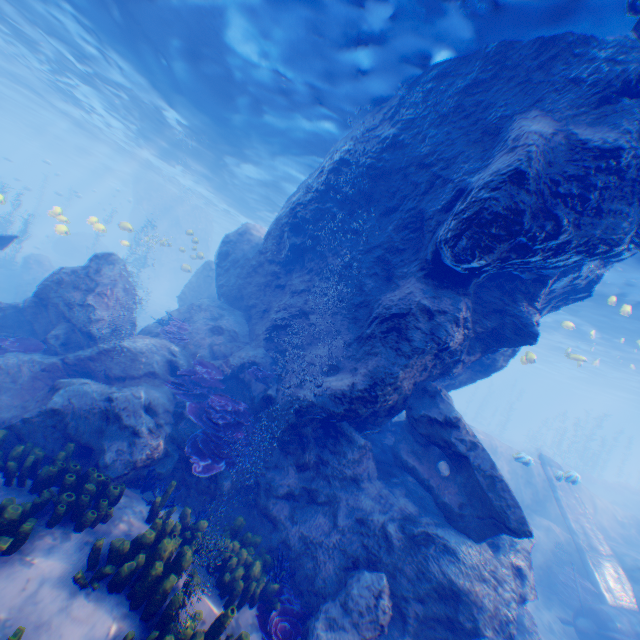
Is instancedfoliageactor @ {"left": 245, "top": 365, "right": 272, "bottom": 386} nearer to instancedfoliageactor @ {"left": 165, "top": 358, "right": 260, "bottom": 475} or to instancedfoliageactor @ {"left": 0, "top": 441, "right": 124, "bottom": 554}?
instancedfoliageactor @ {"left": 0, "top": 441, "right": 124, "bottom": 554}

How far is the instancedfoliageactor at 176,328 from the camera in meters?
11.0

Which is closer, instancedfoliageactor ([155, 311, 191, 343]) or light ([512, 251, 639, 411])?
instancedfoliageactor ([155, 311, 191, 343])

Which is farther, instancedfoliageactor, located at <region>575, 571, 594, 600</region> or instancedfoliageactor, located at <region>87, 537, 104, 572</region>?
instancedfoliageactor, located at <region>575, 571, 594, 600</region>

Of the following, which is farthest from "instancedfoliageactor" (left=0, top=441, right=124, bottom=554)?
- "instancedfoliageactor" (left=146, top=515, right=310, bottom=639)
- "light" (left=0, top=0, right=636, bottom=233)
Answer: "light" (left=0, top=0, right=636, bottom=233)

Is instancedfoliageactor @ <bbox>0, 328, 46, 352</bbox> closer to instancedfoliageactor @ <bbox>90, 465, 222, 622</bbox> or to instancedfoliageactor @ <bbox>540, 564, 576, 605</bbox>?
instancedfoliageactor @ <bbox>90, 465, 222, 622</bbox>

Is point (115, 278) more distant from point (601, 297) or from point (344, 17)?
point (601, 297)

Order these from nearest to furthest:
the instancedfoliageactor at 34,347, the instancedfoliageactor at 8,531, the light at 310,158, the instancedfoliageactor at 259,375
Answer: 1. the instancedfoliageactor at 8,531
2. the light at 310,158
3. the instancedfoliageactor at 34,347
4. the instancedfoliageactor at 259,375
